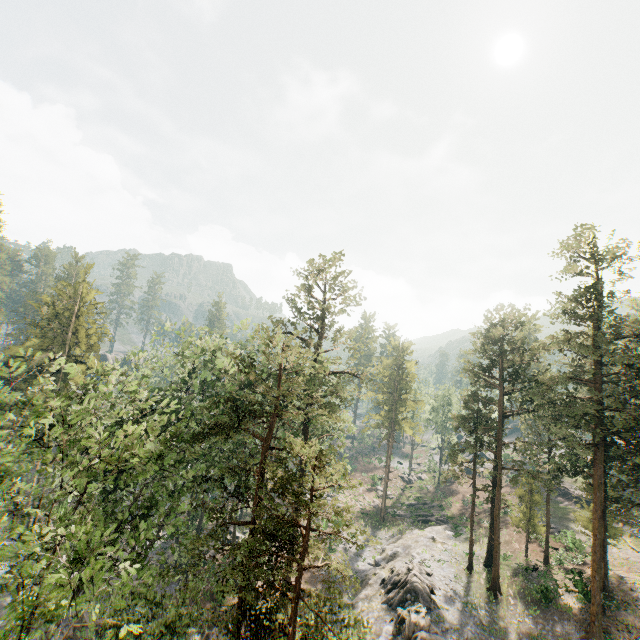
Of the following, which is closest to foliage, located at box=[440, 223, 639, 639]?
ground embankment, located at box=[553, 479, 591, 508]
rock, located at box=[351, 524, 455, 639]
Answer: Result: rock, located at box=[351, 524, 455, 639]

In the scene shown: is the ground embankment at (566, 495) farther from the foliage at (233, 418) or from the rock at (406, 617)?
the rock at (406, 617)

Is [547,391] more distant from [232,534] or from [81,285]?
[81,285]

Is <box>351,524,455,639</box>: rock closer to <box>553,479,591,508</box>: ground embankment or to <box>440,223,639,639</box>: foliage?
<box>440,223,639,639</box>: foliage

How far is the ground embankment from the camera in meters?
46.2

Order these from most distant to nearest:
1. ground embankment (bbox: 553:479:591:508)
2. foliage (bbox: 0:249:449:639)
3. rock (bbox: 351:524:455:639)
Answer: ground embankment (bbox: 553:479:591:508) → rock (bbox: 351:524:455:639) → foliage (bbox: 0:249:449:639)

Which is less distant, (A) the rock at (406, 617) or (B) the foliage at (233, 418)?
(B) the foliage at (233, 418)
